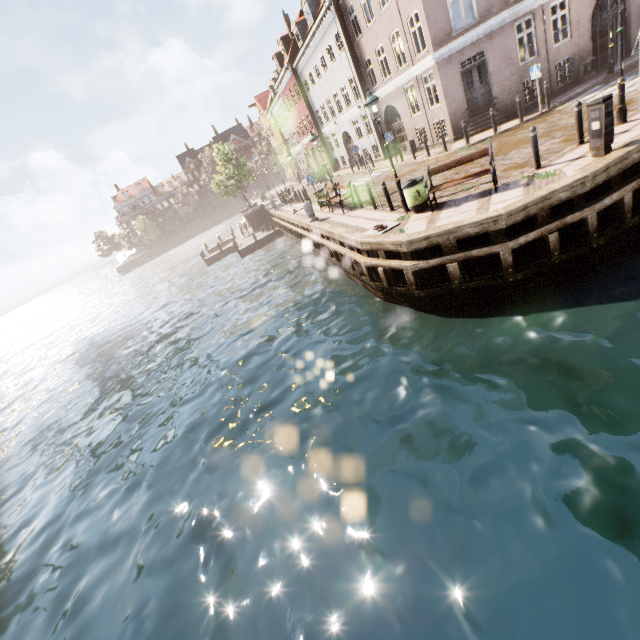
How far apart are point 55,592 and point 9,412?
21.5 meters

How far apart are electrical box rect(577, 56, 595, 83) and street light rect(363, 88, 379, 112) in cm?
1434

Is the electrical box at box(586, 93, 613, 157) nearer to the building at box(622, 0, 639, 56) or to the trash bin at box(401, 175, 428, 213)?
the trash bin at box(401, 175, 428, 213)

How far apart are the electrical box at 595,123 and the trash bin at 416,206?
4.0 meters

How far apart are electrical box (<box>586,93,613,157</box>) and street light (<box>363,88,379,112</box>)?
4.81m

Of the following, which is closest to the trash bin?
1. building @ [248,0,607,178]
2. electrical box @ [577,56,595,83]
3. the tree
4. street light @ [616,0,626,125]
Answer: street light @ [616,0,626,125]

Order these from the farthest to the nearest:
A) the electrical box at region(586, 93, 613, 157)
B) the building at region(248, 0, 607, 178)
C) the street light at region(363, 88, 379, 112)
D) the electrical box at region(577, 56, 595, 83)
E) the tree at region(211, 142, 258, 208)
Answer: the tree at region(211, 142, 258, 208), the electrical box at region(577, 56, 595, 83), the building at region(248, 0, 607, 178), the street light at region(363, 88, 379, 112), the electrical box at region(586, 93, 613, 157)

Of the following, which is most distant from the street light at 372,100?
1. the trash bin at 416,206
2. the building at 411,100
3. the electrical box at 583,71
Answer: the electrical box at 583,71
